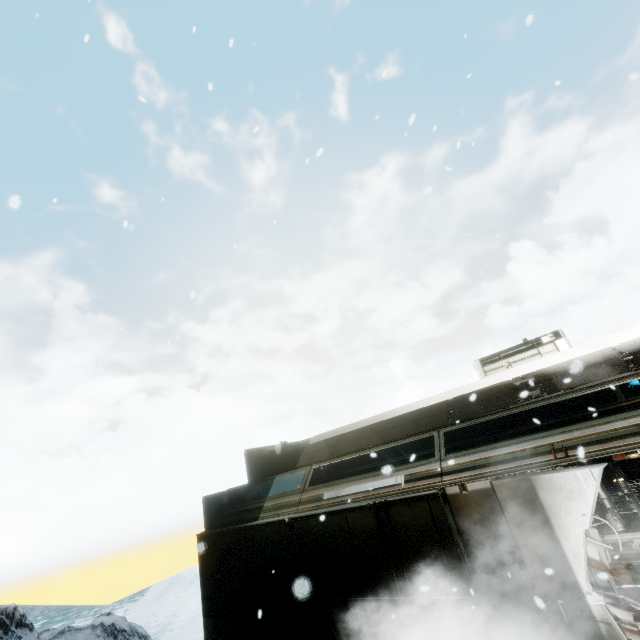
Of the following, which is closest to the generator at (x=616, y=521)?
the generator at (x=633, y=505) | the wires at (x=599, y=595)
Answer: the generator at (x=633, y=505)

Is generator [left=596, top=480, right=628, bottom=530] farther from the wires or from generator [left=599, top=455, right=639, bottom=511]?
the wires

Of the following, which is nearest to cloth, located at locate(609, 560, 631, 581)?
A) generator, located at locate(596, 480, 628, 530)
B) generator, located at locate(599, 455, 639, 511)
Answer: generator, located at locate(596, 480, 628, 530)

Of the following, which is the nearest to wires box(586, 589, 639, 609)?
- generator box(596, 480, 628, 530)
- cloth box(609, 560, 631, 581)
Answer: cloth box(609, 560, 631, 581)

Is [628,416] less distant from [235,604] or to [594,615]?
[594,615]

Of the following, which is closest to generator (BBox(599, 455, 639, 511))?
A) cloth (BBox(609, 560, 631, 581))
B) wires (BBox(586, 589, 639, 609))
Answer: cloth (BBox(609, 560, 631, 581))

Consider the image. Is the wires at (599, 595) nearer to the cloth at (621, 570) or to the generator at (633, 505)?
the cloth at (621, 570)

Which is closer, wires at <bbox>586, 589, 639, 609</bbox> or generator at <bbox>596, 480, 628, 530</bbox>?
wires at <bbox>586, 589, 639, 609</bbox>
